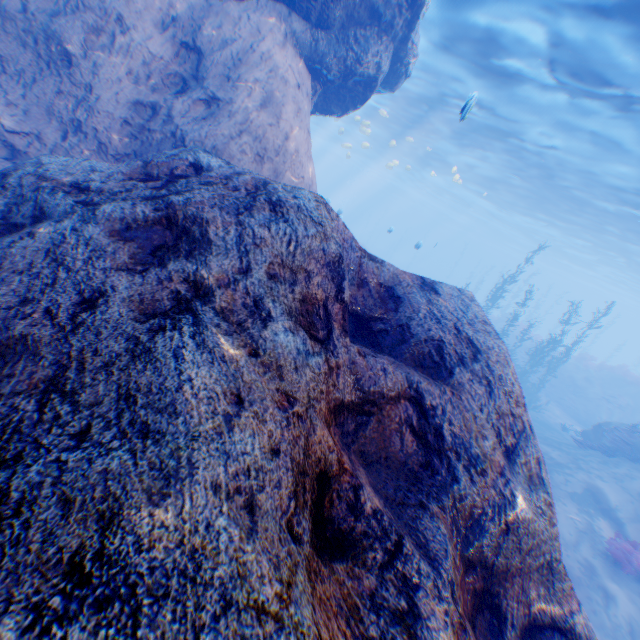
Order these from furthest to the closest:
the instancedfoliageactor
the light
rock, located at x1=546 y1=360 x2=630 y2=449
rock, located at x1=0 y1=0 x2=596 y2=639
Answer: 1. rock, located at x1=546 y1=360 x2=630 y2=449
2. the light
3. the instancedfoliageactor
4. rock, located at x1=0 y1=0 x2=596 y2=639

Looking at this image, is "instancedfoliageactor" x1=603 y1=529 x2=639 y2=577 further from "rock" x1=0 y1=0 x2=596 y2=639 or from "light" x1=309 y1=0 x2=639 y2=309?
"light" x1=309 y1=0 x2=639 y2=309

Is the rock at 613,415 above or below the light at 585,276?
below

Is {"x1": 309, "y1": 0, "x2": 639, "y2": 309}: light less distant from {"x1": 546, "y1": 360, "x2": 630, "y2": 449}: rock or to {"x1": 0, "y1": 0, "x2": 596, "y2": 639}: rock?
{"x1": 0, "y1": 0, "x2": 596, "y2": 639}: rock

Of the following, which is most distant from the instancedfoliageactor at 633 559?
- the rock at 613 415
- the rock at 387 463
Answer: the rock at 613 415

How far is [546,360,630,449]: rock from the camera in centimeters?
1506cm

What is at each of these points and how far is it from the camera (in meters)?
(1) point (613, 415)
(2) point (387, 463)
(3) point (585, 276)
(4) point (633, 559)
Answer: (1) rock, 21.67
(2) rock, 2.87
(3) light, 53.28
(4) instancedfoliageactor, 8.80

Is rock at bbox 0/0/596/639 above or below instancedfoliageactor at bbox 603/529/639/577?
above
